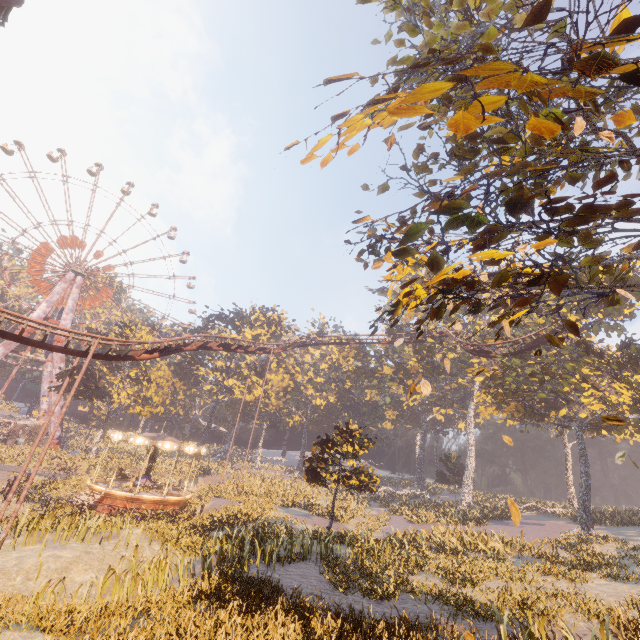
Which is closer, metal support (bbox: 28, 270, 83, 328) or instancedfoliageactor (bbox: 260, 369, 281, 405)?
metal support (bbox: 28, 270, 83, 328)

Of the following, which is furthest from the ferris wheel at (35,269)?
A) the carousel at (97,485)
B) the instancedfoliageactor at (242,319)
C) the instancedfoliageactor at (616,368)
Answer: the carousel at (97,485)

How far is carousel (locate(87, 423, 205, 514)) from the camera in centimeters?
2267cm

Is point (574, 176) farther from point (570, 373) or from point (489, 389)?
point (570, 373)

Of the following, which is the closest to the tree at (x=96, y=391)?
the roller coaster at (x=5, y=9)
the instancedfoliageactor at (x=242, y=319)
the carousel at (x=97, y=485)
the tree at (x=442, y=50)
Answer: the carousel at (x=97, y=485)

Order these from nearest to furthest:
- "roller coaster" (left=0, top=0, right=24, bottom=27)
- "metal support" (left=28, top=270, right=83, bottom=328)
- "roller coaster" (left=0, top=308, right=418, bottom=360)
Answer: "roller coaster" (left=0, top=0, right=24, bottom=27), "roller coaster" (left=0, top=308, right=418, bottom=360), "metal support" (left=28, top=270, right=83, bottom=328)

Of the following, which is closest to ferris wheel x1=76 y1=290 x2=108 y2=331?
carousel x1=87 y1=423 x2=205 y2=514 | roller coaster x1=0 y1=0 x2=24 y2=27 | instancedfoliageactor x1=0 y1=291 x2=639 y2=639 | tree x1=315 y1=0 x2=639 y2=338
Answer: instancedfoliageactor x1=0 y1=291 x2=639 y2=639

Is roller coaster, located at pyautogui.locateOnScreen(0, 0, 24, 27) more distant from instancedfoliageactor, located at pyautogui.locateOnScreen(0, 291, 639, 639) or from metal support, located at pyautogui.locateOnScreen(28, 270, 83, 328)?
metal support, located at pyautogui.locateOnScreen(28, 270, 83, 328)
